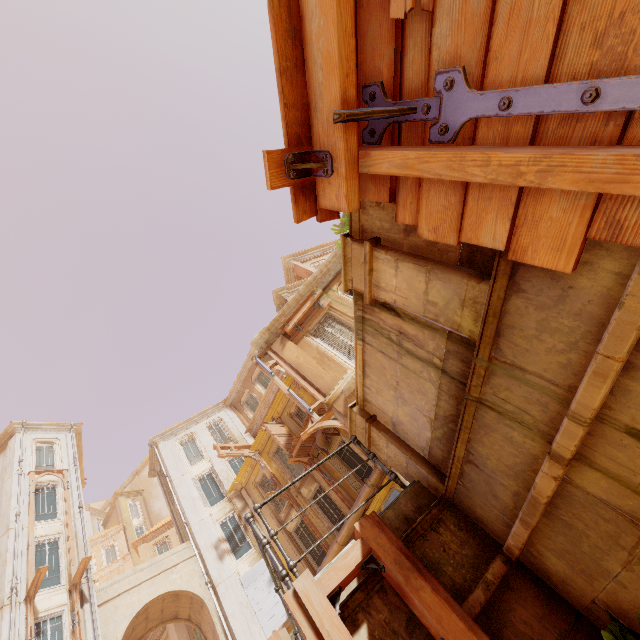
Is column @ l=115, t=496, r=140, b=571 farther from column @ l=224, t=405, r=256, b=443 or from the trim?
column @ l=224, t=405, r=256, b=443

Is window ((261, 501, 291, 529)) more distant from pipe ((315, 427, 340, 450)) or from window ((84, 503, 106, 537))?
window ((84, 503, 106, 537))

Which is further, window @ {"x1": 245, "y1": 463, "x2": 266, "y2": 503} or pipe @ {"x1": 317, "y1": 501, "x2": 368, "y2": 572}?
window @ {"x1": 245, "y1": 463, "x2": 266, "y2": 503}

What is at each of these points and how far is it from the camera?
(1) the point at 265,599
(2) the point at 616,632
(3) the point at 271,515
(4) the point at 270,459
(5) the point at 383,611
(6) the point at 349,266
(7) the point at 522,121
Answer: (1) shutter, 16.3m
(2) plant, 2.2m
(3) window, 19.2m
(4) window, 20.4m
(5) building, 2.7m
(6) column, 3.3m
(7) wood, 1.6m

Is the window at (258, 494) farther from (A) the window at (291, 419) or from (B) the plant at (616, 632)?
(B) the plant at (616, 632)

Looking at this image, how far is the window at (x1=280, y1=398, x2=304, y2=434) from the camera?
19.7m

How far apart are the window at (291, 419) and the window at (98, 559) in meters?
32.2 m

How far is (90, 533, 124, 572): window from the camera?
35.53m
